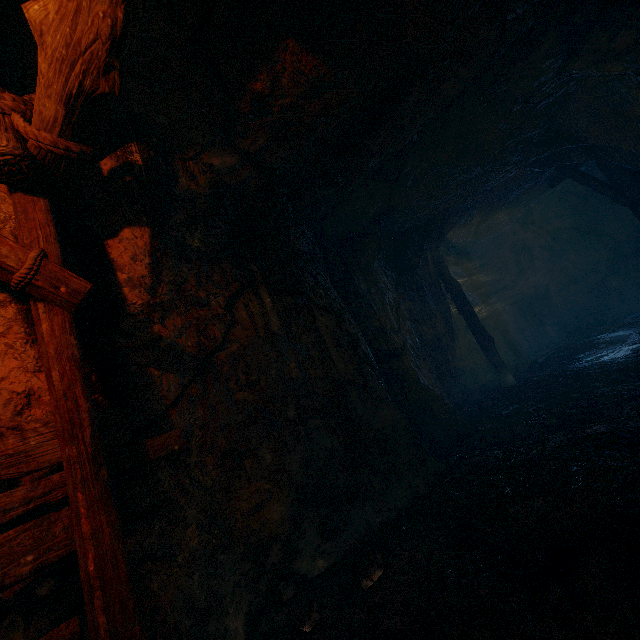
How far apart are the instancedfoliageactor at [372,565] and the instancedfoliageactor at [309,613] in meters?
0.4 m

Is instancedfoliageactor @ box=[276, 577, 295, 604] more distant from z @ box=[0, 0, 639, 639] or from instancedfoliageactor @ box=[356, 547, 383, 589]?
instancedfoliageactor @ box=[356, 547, 383, 589]

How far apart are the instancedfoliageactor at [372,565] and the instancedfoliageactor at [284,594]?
0.7m

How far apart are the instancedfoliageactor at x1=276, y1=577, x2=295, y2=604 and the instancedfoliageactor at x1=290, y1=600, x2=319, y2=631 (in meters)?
0.29

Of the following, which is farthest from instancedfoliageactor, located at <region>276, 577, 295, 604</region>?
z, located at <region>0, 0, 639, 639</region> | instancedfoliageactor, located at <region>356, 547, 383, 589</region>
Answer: instancedfoliageactor, located at <region>356, 547, 383, 589</region>

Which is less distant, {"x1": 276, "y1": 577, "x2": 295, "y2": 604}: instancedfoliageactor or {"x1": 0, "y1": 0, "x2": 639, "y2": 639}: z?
{"x1": 0, "y1": 0, "x2": 639, "y2": 639}: z

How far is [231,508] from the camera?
3.1 meters
